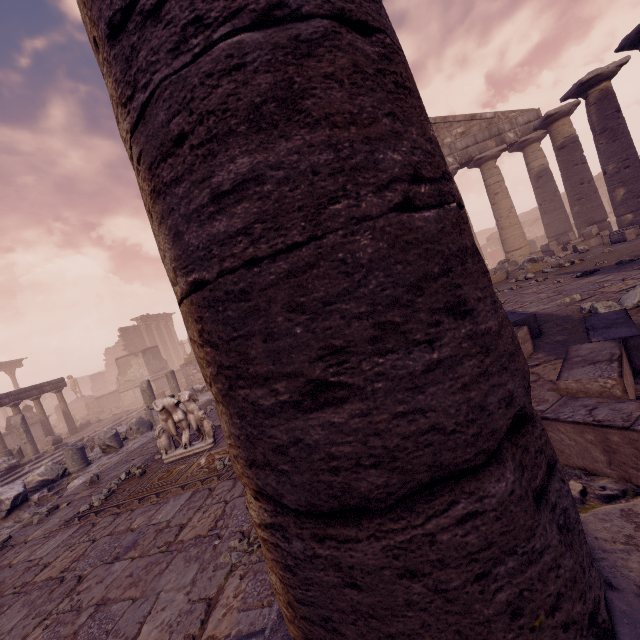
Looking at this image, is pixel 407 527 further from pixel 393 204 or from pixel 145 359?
pixel 145 359

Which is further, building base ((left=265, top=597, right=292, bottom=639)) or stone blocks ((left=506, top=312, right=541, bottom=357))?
stone blocks ((left=506, top=312, right=541, bottom=357))

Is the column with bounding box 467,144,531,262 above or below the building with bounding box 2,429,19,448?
above

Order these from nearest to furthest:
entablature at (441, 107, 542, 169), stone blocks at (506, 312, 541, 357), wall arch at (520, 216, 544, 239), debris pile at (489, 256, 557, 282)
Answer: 1. stone blocks at (506, 312, 541, 357)
2. debris pile at (489, 256, 557, 282)
3. entablature at (441, 107, 542, 169)
4. wall arch at (520, 216, 544, 239)

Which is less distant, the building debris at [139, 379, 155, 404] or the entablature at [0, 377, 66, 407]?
the building debris at [139, 379, 155, 404]

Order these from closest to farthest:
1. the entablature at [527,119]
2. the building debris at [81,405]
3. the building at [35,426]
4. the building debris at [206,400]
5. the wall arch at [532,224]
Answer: the building debris at [206,400]
the entablature at [527,119]
the building at [35,426]
the building debris at [81,405]
the wall arch at [532,224]

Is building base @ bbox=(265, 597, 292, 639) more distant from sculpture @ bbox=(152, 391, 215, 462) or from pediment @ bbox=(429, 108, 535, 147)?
pediment @ bbox=(429, 108, 535, 147)

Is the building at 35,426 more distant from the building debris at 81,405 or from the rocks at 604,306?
the rocks at 604,306
